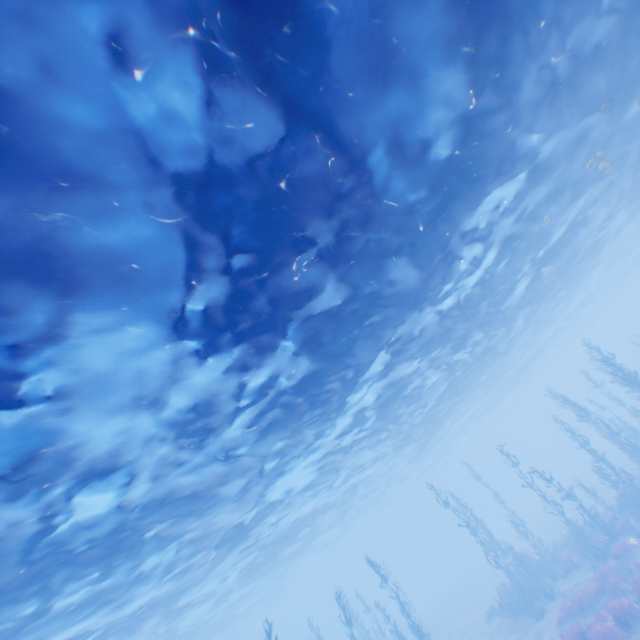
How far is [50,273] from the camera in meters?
5.5 m
